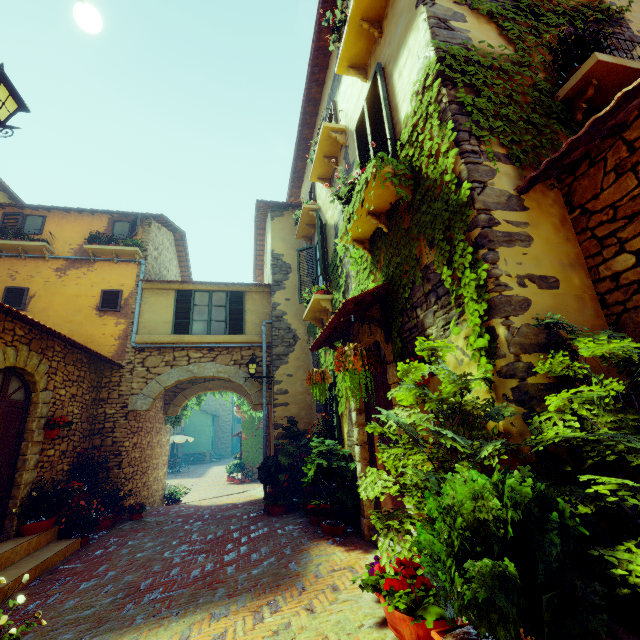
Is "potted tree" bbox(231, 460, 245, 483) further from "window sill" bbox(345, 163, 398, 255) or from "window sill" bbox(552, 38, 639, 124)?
"window sill" bbox(552, 38, 639, 124)

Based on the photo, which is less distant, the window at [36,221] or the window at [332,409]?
the window at [332,409]

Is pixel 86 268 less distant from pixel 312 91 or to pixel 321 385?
pixel 312 91

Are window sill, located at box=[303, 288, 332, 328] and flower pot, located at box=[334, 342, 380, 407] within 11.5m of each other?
yes

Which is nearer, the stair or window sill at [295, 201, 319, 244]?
the stair

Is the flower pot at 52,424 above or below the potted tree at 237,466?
above

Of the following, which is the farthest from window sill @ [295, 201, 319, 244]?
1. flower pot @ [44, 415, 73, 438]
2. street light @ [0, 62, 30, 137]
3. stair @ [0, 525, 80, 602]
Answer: stair @ [0, 525, 80, 602]

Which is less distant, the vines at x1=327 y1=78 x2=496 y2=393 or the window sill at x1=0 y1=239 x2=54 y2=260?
the vines at x1=327 y1=78 x2=496 y2=393
